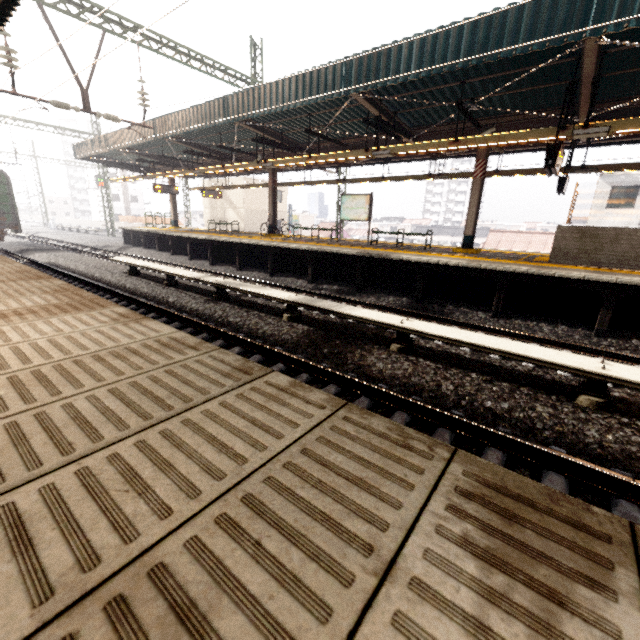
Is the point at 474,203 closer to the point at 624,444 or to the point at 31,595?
the point at 624,444

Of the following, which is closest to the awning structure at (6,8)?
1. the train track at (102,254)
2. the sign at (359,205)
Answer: the train track at (102,254)

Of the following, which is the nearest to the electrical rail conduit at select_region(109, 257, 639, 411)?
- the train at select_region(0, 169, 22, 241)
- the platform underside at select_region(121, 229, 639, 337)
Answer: the platform underside at select_region(121, 229, 639, 337)

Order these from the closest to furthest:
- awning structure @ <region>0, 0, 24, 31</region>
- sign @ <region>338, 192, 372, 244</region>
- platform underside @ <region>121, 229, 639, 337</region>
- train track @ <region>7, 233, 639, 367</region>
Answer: awning structure @ <region>0, 0, 24, 31</region>, train track @ <region>7, 233, 639, 367</region>, platform underside @ <region>121, 229, 639, 337</region>, sign @ <region>338, 192, 372, 244</region>

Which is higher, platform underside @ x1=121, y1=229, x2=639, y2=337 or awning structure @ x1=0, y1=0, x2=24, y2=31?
awning structure @ x1=0, y1=0, x2=24, y2=31

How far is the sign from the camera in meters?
13.3 m

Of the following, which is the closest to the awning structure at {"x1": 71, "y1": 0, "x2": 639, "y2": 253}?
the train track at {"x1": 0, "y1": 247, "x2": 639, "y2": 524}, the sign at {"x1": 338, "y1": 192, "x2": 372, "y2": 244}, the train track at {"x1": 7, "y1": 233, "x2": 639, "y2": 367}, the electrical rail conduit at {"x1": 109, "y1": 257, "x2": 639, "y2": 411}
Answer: the sign at {"x1": 338, "y1": 192, "x2": 372, "y2": 244}

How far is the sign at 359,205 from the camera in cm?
1334
